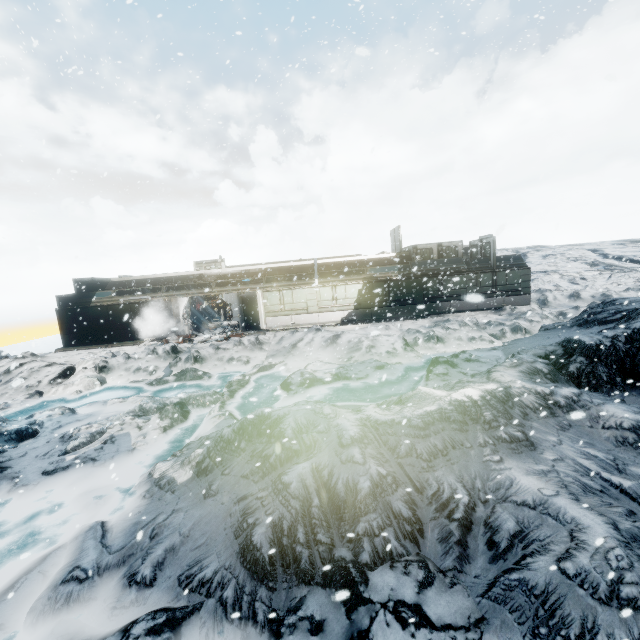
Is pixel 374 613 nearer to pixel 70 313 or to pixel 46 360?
pixel 46 360
